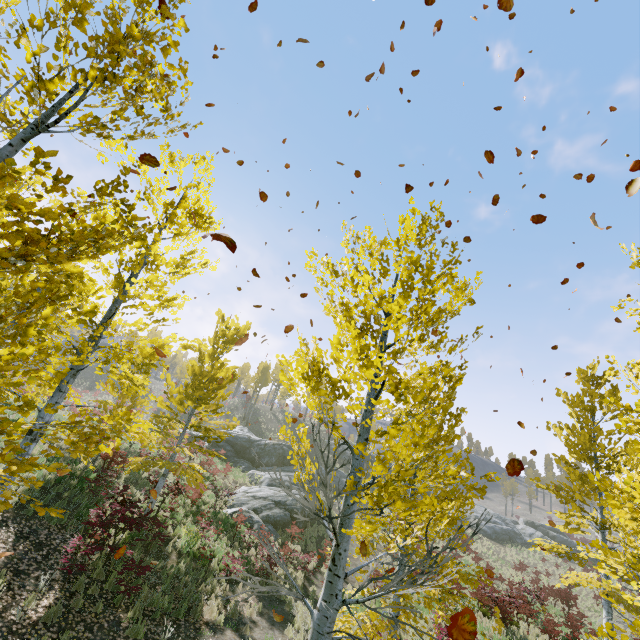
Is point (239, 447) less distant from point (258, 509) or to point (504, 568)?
point (258, 509)

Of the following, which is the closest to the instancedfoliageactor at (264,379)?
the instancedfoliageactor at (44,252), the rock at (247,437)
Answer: the rock at (247,437)

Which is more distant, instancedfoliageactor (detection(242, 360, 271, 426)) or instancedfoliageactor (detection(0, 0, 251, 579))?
instancedfoliageactor (detection(242, 360, 271, 426))

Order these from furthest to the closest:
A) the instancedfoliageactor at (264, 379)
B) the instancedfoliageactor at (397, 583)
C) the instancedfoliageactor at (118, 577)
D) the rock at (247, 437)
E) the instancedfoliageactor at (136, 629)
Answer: the instancedfoliageactor at (264, 379), the rock at (247, 437), the instancedfoliageactor at (118, 577), the instancedfoliageactor at (136, 629), the instancedfoliageactor at (397, 583)

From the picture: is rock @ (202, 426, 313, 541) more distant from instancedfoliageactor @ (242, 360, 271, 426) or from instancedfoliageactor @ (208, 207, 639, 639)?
instancedfoliageactor @ (242, 360, 271, 426)
